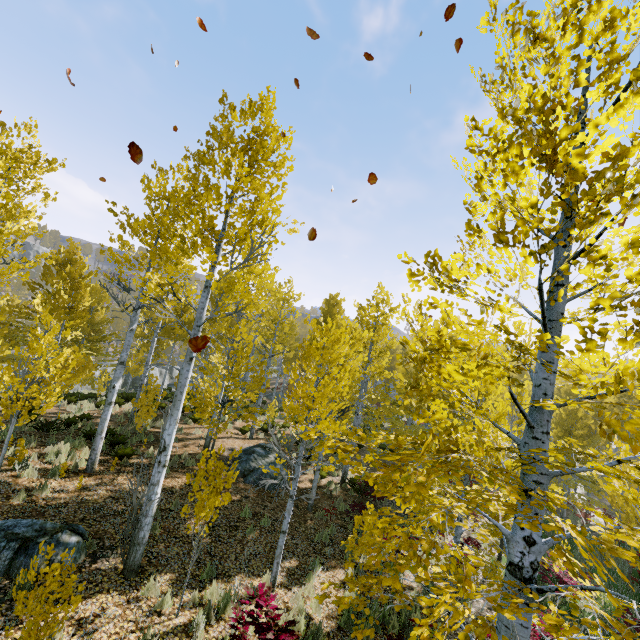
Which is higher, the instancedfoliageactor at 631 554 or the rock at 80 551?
the instancedfoliageactor at 631 554

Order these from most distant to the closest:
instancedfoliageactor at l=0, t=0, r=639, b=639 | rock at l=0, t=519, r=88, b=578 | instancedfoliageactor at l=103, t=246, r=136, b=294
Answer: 1. instancedfoliageactor at l=103, t=246, r=136, b=294
2. rock at l=0, t=519, r=88, b=578
3. instancedfoliageactor at l=0, t=0, r=639, b=639

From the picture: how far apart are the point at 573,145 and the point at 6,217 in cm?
1417

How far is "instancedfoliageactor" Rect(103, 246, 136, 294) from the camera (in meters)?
9.29

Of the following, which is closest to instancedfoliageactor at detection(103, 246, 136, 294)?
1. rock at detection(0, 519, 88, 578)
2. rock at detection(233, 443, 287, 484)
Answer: rock at detection(0, 519, 88, 578)

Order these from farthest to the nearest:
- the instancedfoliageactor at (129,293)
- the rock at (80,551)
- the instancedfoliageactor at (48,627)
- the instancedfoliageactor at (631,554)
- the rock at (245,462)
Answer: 1. the rock at (245,462)
2. the instancedfoliageactor at (129,293)
3. the rock at (80,551)
4. the instancedfoliageactor at (48,627)
5. the instancedfoliageactor at (631,554)
